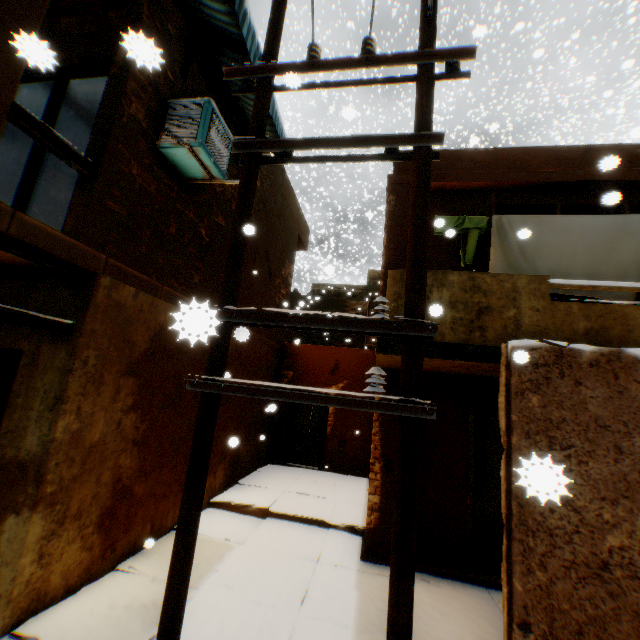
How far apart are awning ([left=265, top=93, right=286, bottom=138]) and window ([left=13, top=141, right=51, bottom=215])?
1.43m

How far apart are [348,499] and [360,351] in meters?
4.7

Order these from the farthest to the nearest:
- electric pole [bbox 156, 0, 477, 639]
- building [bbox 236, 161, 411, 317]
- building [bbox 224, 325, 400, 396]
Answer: building [bbox 224, 325, 400, 396] < building [bbox 236, 161, 411, 317] < electric pole [bbox 156, 0, 477, 639]

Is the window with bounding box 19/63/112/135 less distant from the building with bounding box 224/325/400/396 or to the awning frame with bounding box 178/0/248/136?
the building with bounding box 224/325/400/396

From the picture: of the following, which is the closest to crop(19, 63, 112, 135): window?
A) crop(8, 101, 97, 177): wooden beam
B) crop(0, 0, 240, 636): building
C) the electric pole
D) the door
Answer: crop(0, 0, 240, 636): building

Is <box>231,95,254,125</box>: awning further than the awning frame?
Yes

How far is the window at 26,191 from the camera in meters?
4.7

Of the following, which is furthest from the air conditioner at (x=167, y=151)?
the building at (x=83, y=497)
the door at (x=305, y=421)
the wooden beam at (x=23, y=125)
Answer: the door at (x=305, y=421)
